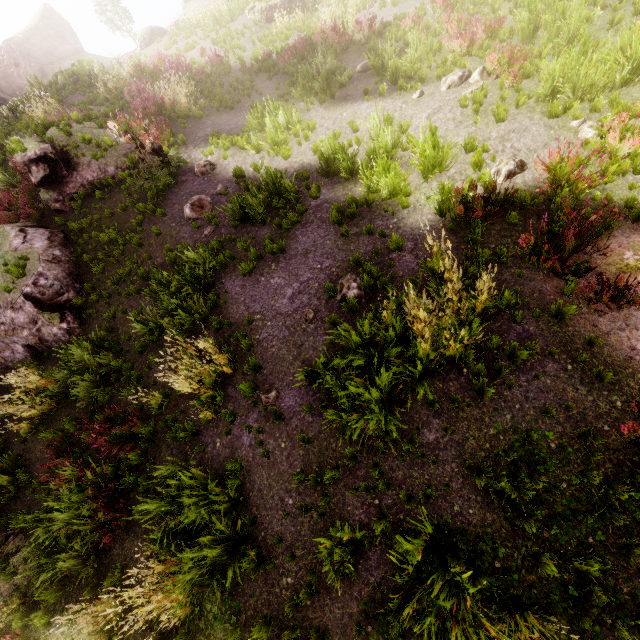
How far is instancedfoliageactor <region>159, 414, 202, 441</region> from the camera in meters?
6.7 m

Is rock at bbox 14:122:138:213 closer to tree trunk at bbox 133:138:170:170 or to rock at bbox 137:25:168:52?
tree trunk at bbox 133:138:170:170

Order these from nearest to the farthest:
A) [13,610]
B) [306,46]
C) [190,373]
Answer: [13,610] < [190,373] < [306,46]

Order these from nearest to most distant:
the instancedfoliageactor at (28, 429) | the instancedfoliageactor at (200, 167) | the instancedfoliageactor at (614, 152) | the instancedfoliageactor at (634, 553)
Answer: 1. the instancedfoliageactor at (634, 553)
2. the instancedfoliageactor at (614, 152)
3. the instancedfoliageactor at (28, 429)
4. the instancedfoliageactor at (200, 167)

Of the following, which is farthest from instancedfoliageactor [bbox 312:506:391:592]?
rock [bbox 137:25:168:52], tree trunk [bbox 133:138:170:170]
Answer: rock [bbox 137:25:168:52]

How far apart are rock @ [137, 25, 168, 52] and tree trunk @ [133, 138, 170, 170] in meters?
24.4 m

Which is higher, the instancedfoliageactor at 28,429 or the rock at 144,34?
the rock at 144,34
